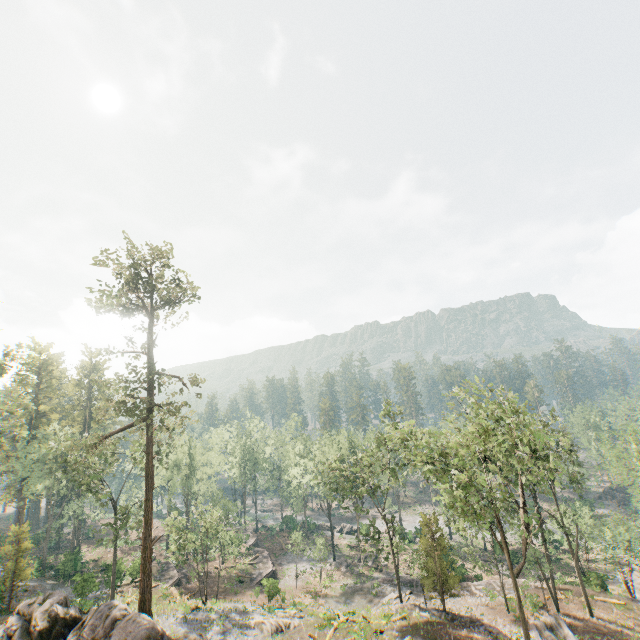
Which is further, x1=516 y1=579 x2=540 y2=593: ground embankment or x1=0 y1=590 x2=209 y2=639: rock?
x1=516 y1=579 x2=540 y2=593: ground embankment

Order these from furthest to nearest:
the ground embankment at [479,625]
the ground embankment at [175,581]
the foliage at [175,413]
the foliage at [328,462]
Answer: the ground embankment at [175,581], the foliage at [175,413], the ground embankment at [479,625], the foliage at [328,462]

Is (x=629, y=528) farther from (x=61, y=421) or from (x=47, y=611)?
(x=61, y=421)

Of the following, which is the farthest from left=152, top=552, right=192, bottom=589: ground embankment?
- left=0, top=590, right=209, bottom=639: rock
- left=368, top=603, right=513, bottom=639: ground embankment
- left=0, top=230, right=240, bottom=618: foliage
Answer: left=368, top=603, right=513, bottom=639: ground embankment

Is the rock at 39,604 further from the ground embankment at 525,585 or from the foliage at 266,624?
the ground embankment at 525,585

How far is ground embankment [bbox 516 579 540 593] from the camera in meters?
35.0

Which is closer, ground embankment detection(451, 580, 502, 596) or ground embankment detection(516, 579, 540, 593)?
ground embankment detection(516, 579, 540, 593)

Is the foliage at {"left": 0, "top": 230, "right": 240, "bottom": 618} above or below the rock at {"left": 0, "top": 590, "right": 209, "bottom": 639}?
above
